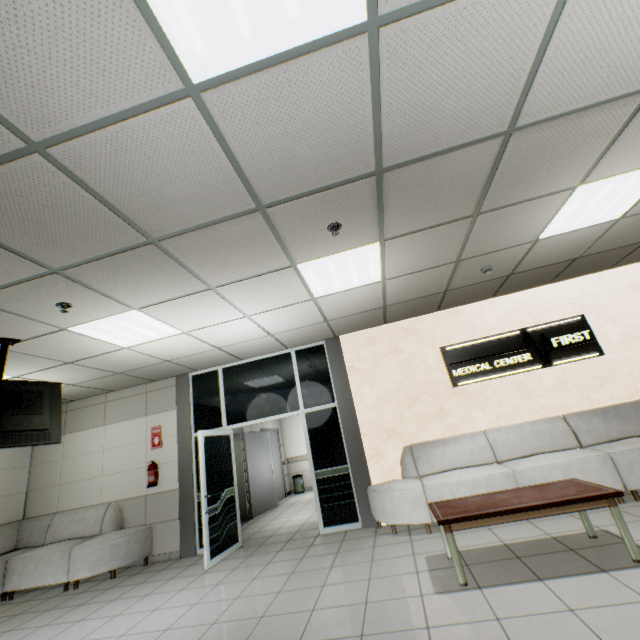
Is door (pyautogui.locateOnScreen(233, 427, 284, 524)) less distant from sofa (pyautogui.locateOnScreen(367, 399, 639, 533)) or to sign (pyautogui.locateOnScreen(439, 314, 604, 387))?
sofa (pyautogui.locateOnScreen(367, 399, 639, 533))

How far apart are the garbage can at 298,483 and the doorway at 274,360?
5.3 meters

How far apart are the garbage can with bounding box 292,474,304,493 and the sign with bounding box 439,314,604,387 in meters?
7.3 m

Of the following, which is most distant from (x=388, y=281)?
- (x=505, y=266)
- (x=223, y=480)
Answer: (x=223, y=480)

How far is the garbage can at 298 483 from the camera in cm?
1070

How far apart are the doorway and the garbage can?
5.3m

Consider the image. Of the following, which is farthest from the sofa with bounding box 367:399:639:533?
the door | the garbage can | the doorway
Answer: the garbage can

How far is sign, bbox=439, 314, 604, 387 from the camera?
5.4m
